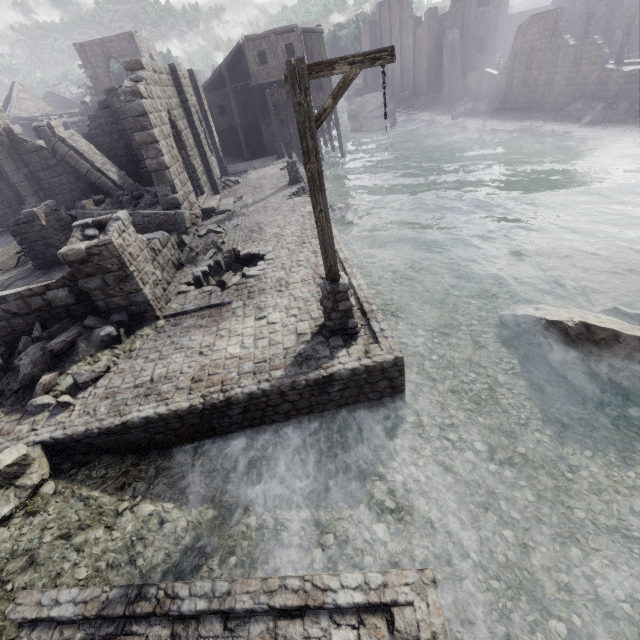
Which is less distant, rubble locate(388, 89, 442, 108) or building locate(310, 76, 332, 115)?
building locate(310, 76, 332, 115)

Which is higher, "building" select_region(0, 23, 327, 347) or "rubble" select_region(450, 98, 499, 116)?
"building" select_region(0, 23, 327, 347)

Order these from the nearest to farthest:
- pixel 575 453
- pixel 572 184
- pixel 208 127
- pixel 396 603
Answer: pixel 396 603, pixel 575 453, pixel 572 184, pixel 208 127

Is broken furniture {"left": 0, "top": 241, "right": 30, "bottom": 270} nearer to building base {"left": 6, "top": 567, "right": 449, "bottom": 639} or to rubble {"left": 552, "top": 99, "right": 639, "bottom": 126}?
building base {"left": 6, "top": 567, "right": 449, "bottom": 639}

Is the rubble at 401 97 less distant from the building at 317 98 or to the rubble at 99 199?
the building at 317 98

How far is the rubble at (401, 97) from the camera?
44.2 meters

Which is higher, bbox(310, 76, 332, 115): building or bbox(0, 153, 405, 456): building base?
bbox(310, 76, 332, 115): building

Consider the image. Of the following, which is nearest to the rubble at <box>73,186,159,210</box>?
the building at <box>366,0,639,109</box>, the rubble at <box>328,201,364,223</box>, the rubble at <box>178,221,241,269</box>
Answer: the building at <box>366,0,639,109</box>
